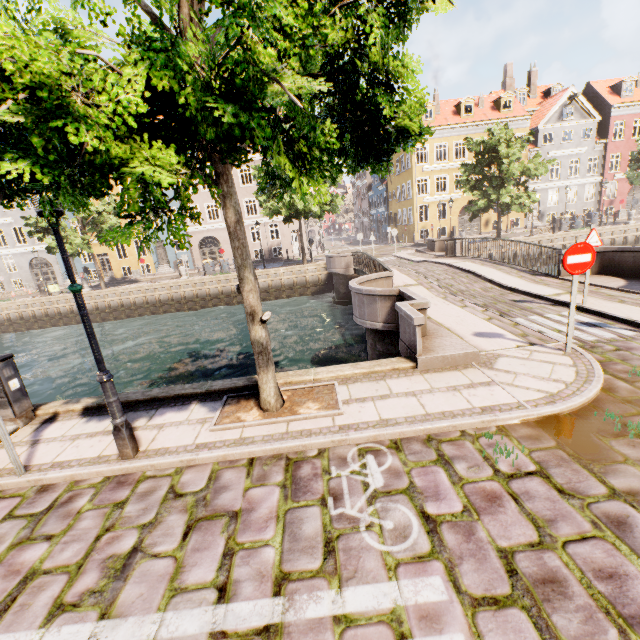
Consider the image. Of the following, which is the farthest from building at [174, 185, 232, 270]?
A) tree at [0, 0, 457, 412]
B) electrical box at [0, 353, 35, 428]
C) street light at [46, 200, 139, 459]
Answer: electrical box at [0, 353, 35, 428]

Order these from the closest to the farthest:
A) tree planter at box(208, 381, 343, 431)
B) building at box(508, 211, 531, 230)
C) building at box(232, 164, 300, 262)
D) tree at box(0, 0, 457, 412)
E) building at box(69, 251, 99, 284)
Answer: tree at box(0, 0, 457, 412)
tree planter at box(208, 381, 343, 431)
building at box(232, 164, 300, 262)
building at box(69, 251, 99, 284)
building at box(508, 211, 531, 230)

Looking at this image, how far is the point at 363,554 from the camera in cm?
281

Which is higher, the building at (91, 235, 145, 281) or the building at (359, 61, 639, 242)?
the building at (359, 61, 639, 242)

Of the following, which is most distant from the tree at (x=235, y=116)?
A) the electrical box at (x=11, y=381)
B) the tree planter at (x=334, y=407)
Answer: the electrical box at (x=11, y=381)

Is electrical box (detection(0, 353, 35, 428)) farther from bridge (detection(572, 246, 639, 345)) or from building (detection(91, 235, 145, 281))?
building (detection(91, 235, 145, 281))

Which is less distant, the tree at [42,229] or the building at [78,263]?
the tree at [42,229]

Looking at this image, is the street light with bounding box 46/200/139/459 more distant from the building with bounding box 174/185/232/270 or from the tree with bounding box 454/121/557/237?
the building with bounding box 174/185/232/270
